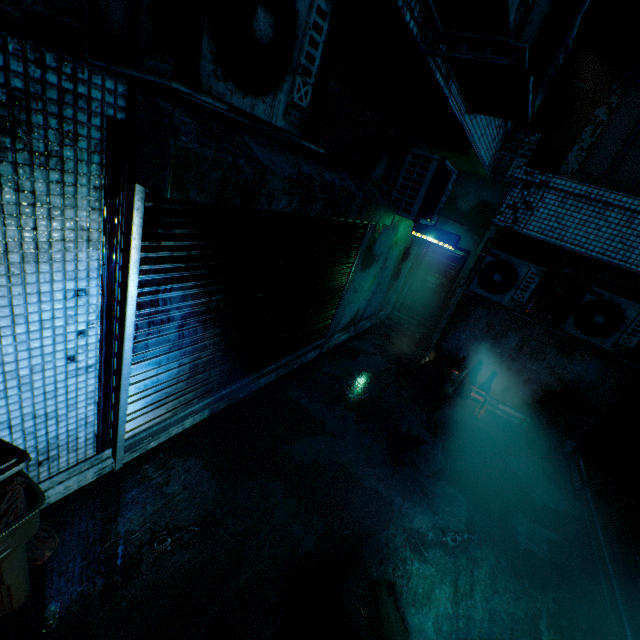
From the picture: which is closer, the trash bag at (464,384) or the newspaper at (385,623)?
the newspaper at (385,623)

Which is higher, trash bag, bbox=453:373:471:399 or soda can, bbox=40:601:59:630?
trash bag, bbox=453:373:471:399

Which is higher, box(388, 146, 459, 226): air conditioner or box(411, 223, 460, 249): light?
box(388, 146, 459, 226): air conditioner

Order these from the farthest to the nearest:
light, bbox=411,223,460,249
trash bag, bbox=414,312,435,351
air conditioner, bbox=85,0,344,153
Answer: trash bag, bbox=414,312,435,351 → light, bbox=411,223,460,249 → air conditioner, bbox=85,0,344,153

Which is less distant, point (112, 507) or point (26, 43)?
point (26, 43)

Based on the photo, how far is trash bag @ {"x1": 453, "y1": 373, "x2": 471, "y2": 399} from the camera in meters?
5.9

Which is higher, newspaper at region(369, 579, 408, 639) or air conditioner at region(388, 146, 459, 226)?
air conditioner at region(388, 146, 459, 226)

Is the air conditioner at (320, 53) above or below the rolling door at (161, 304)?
above
